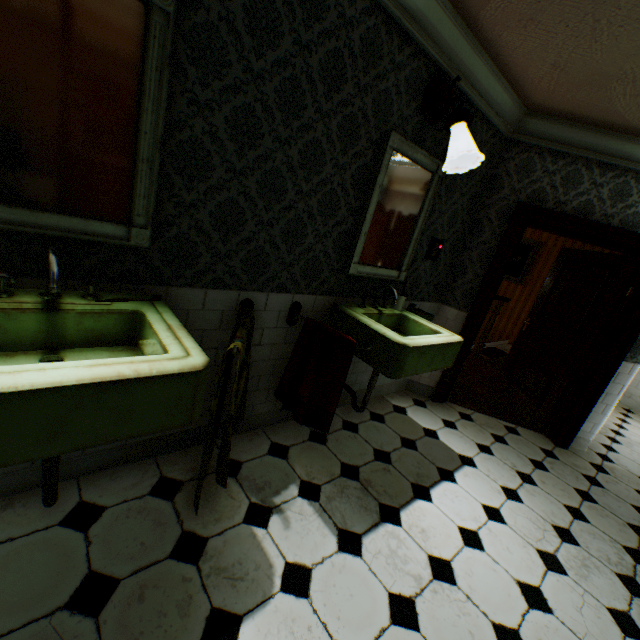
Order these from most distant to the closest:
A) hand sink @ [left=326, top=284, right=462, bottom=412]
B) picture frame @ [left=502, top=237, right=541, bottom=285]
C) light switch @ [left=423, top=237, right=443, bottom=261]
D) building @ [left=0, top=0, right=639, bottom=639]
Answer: picture frame @ [left=502, top=237, right=541, bottom=285] → light switch @ [left=423, top=237, right=443, bottom=261] → hand sink @ [left=326, top=284, right=462, bottom=412] → building @ [left=0, top=0, right=639, bottom=639]

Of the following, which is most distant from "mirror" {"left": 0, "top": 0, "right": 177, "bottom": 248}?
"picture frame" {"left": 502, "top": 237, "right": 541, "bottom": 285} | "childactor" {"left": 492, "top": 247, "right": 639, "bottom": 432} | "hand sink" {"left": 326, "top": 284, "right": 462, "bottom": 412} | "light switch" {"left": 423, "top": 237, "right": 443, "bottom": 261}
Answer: "picture frame" {"left": 502, "top": 237, "right": 541, "bottom": 285}

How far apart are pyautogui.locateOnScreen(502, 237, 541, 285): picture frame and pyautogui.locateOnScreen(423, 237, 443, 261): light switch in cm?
517

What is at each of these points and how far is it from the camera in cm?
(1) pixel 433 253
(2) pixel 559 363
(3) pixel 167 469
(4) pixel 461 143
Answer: (1) light switch, 323
(2) childactor, 397
(3) building, 207
(4) wall light, 219

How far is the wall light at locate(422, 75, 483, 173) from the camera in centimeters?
219cm

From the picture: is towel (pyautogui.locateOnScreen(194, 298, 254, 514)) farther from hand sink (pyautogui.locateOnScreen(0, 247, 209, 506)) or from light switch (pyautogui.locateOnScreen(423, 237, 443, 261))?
light switch (pyautogui.locateOnScreen(423, 237, 443, 261))

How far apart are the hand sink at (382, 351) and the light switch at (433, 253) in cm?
66

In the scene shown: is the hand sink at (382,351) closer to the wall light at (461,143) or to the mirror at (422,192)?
the mirror at (422,192)
